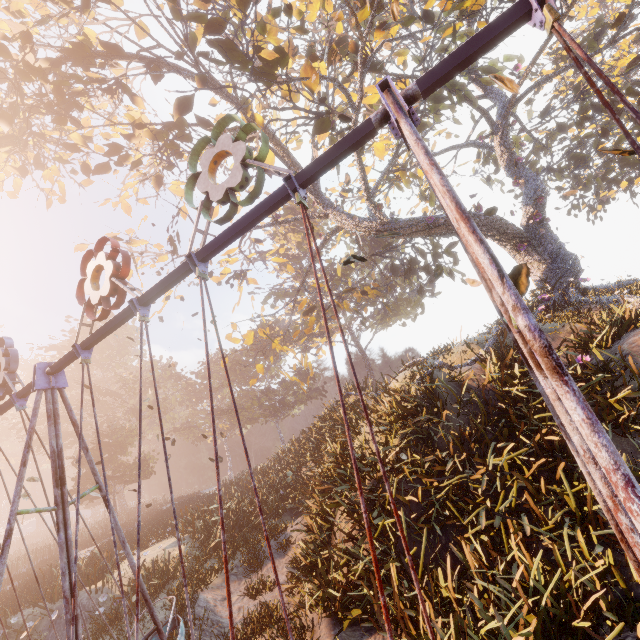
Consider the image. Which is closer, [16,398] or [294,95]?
[16,398]

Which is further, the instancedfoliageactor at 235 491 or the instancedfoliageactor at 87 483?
the instancedfoliageactor at 87 483

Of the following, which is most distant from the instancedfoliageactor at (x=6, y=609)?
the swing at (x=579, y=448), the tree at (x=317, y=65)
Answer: the tree at (x=317, y=65)

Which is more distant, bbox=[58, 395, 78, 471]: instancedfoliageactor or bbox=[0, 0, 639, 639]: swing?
bbox=[58, 395, 78, 471]: instancedfoliageactor

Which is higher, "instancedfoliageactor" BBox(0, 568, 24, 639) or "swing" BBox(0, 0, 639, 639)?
"swing" BBox(0, 0, 639, 639)

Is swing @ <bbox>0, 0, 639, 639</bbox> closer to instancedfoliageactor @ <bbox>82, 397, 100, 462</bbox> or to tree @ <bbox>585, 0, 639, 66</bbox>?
tree @ <bbox>585, 0, 639, 66</bbox>

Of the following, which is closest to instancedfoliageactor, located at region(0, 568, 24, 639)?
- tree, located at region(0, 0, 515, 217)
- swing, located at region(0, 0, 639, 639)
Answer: swing, located at region(0, 0, 639, 639)
